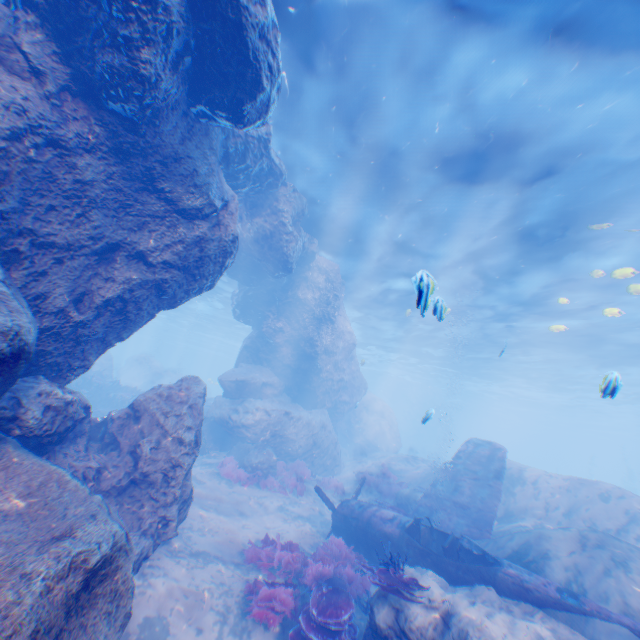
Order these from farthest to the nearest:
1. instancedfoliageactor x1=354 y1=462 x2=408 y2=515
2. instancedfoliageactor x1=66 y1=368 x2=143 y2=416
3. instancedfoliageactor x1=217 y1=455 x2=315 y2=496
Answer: instancedfoliageactor x1=66 y1=368 x2=143 y2=416 → instancedfoliageactor x1=217 y1=455 x2=315 y2=496 → instancedfoliageactor x1=354 y1=462 x2=408 y2=515

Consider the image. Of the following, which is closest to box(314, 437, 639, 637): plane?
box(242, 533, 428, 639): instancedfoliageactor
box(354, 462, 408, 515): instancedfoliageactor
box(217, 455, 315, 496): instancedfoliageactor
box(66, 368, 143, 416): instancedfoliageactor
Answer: box(242, 533, 428, 639): instancedfoliageactor

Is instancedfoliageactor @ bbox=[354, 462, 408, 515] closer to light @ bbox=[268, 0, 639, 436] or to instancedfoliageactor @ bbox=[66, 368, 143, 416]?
light @ bbox=[268, 0, 639, 436]

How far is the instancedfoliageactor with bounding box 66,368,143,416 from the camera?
18.1m

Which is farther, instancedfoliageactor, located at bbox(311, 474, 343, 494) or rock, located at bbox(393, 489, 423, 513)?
instancedfoliageactor, located at bbox(311, 474, 343, 494)

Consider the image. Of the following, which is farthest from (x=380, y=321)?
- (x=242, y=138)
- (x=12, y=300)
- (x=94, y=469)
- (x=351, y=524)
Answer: (x=12, y=300)

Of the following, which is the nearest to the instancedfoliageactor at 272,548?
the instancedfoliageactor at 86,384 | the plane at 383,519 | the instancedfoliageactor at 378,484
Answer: the plane at 383,519

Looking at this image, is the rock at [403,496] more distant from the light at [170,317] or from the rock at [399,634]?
the light at [170,317]
